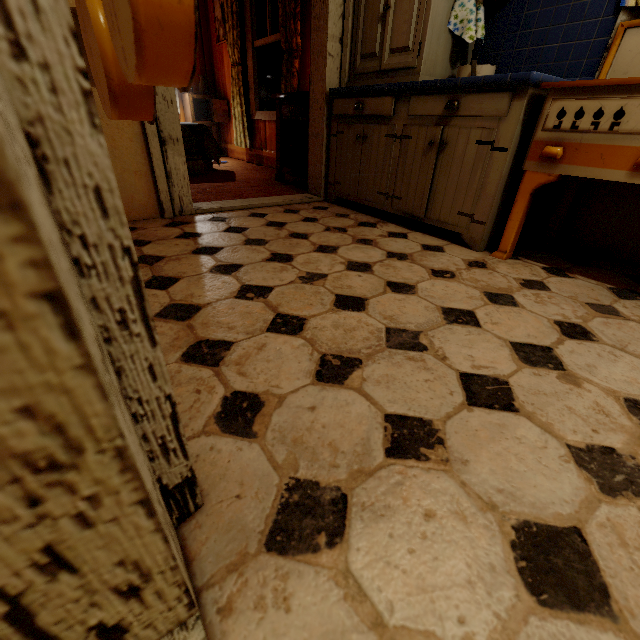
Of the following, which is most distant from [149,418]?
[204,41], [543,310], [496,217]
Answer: [204,41]

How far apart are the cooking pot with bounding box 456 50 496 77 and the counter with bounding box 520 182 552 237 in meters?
0.0

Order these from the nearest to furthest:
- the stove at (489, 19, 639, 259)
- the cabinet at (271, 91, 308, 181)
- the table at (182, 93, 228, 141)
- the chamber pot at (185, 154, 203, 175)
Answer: the stove at (489, 19, 639, 259) → the cabinet at (271, 91, 308, 181) → the chamber pot at (185, 154, 203, 175) → the table at (182, 93, 228, 141)

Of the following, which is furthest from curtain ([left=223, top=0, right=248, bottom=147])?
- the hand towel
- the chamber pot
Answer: the hand towel

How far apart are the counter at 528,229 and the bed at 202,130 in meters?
2.2 m

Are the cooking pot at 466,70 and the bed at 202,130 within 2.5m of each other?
no

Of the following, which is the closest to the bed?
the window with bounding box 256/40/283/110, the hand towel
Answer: the window with bounding box 256/40/283/110

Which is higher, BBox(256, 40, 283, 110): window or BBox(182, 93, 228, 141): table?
BBox(256, 40, 283, 110): window
